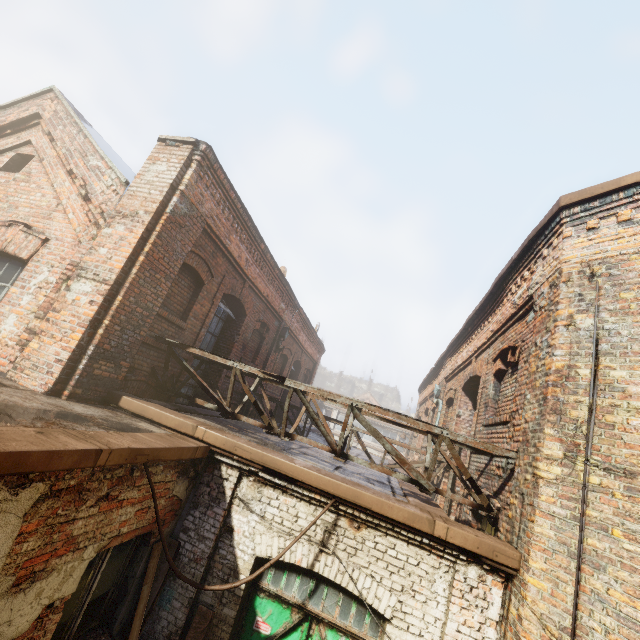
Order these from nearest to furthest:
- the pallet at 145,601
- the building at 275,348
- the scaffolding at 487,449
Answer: the pallet at 145,601
the scaffolding at 487,449
the building at 275,348

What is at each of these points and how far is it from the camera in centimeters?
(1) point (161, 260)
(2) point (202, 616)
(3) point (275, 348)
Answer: (1) building, 553cm
(2) pallet, 414cm
(3) building, 1151cm

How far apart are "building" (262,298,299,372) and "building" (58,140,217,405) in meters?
5.6 m

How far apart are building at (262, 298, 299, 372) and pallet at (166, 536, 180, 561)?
6.08m

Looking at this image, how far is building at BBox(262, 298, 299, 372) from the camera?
11.2m

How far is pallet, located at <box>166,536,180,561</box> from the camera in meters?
4.4

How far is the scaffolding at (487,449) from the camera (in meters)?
4.68

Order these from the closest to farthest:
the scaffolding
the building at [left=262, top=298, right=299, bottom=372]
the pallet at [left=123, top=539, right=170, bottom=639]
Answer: the pallet at [left=123, top=539, right=170, bottom=639] < the scaffolding < the building at [left=262, top=298, right=299, bottom=372]
